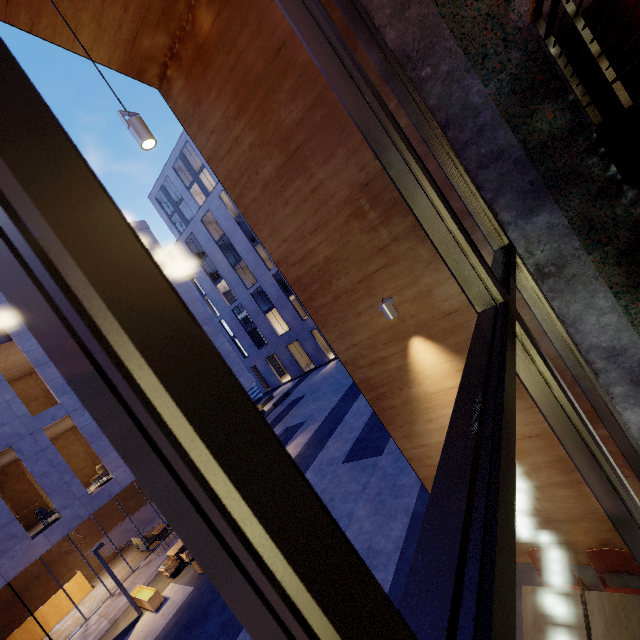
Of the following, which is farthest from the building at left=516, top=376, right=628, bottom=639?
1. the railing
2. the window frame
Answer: the railing

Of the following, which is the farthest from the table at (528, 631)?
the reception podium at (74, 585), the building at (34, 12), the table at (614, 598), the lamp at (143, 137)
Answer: the reception podium at (74, 585)

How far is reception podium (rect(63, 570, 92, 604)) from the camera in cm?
1515

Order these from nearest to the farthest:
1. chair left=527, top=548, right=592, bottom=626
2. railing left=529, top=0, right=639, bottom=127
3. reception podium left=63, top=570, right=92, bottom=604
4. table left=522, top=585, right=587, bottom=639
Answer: railing left=529, top=0, right=639, bottom=127, table left=522, top=585, right=587, bottom=639, chair left=527, top=548, right=592, bottom=626, reception podium left=63, top=570, right=92, bottom=604

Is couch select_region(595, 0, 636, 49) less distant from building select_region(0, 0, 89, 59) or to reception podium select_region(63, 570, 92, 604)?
building select_region(0, 0, 89, 59)

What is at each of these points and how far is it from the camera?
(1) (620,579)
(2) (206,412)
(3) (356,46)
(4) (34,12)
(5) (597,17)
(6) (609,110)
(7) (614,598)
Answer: (1) building, 4.3m
(2) window frame, 0.4m
(3) building, 3.6m
(4) building, 3.8m
(5) couch, 2.6m
(6) building, 2.9m
(7) table, 3.5m

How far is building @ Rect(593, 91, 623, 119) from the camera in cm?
282

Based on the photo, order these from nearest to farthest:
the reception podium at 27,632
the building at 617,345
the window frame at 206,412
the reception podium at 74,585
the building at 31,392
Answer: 1. the window frame at 206,412
2. the building at 617,345
3. the building at 31,392
4. the reception podium at 27,632
5. the reception podium at 74,585
